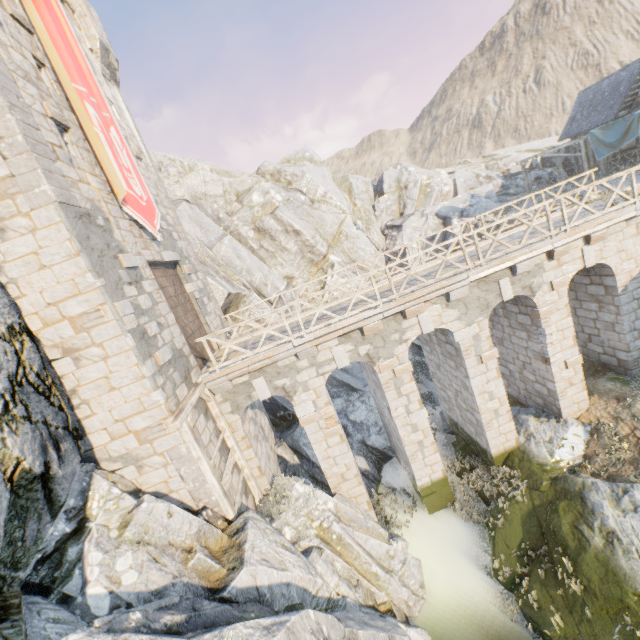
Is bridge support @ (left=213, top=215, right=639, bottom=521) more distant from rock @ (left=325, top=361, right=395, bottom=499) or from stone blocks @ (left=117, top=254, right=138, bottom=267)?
stone blocks @ (left=117, top=254, right=138, bottom=267)

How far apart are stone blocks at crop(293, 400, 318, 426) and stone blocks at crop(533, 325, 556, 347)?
7.8m

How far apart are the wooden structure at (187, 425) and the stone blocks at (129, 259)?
3.8m

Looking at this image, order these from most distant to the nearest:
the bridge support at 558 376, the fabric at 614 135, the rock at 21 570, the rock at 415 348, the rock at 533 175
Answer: the rock at 533 175, the rock at 415 348, the fabric at 614 135, the bridge support at 558 376, the rock at 21 570

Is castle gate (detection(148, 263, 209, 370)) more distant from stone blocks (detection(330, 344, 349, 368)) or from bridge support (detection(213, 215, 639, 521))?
bridge support (detection(213, 215, 639, 521))

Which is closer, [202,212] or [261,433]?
[261,433]

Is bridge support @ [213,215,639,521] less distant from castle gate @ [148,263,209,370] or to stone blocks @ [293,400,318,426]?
stone blocks @ [293,400,318,426]

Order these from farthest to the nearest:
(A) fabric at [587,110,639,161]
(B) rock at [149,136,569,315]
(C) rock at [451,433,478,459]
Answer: (B) rock at [149,136,569,315] < (A) fabric at [587,110,639,161] < (C) rock at [451,433,478,459]
